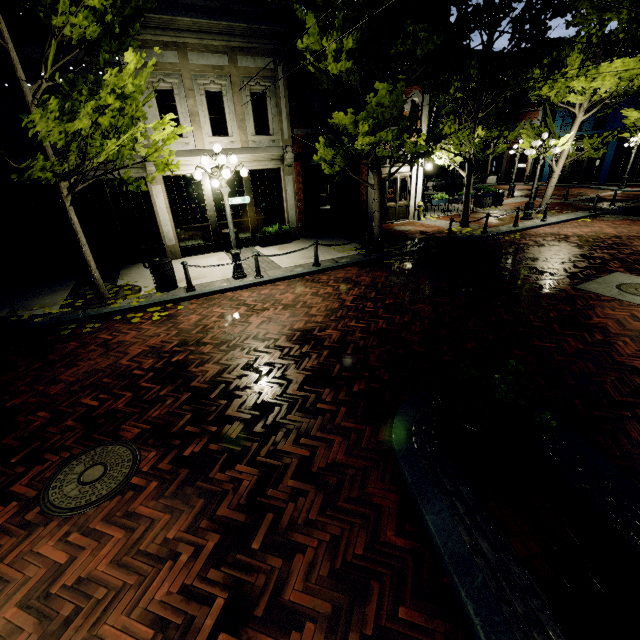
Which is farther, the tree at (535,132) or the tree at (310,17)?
the tree at (535,132)

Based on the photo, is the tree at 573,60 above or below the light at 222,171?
above

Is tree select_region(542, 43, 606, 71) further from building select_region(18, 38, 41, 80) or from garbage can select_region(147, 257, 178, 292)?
garbage can select_region(147, 257, 178, 292)

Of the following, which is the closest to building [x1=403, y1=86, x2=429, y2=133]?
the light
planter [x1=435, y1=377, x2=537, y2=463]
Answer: the light

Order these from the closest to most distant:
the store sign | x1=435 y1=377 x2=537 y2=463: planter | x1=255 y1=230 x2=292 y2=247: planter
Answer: x1=435 y1=377 x2=537 y2=463: planter
the store sign
x1=255 y1=230 x2=292 y2=247: planter

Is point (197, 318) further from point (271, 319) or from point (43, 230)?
point (43, 230)

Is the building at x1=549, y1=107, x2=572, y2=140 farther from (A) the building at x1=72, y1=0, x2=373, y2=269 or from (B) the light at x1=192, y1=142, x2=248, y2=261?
(B) the light at x1=192, y1=142, x2=248, y2=261
